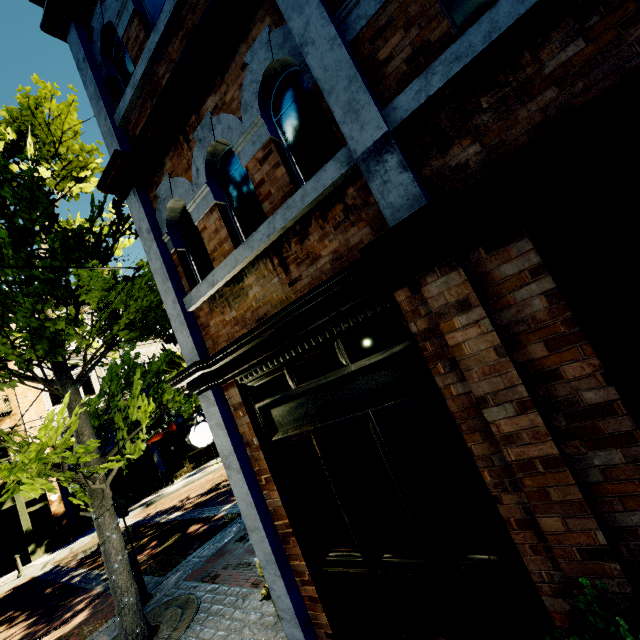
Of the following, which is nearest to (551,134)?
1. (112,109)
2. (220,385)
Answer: (220,385)

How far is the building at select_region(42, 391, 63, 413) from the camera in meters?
18.4

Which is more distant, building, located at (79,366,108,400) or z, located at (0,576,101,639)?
building, located at (79,366,108,400)

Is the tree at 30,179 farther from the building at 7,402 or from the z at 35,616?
the building at 7,402

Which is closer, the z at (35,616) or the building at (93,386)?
the z at (35,616)

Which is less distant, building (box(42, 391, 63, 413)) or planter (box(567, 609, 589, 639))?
planter (box(567, 609, 589, 639))

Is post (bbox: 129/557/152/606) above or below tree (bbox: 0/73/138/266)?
below
